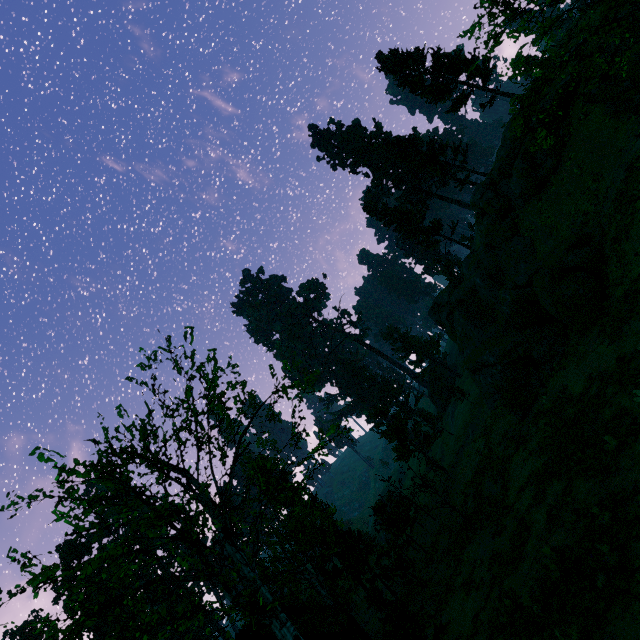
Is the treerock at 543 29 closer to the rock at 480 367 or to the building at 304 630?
the building at 304 630

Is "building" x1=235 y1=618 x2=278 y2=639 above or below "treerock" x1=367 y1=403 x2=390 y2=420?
below

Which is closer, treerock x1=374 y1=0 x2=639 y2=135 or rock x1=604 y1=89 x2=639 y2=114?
treerock x1=374 y1=0 x2=639 y2=135

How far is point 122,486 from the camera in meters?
16.0 m

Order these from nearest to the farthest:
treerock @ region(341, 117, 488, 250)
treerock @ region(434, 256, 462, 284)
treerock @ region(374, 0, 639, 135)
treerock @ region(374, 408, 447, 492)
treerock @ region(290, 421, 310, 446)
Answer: treerock @ region(374, 0, 639, 135), treerock @ region(290, 421, 310, 446), treerock @ region(374, 408, 447, 492), treerock @ region(341, 117, 488, 250), treerock @ region(434, 256, 462, 284)

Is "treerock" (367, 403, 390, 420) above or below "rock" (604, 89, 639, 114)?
above

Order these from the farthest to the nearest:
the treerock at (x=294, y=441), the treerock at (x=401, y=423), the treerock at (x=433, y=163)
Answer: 1. the treerock at (x=433, y=163)
2. the treerock at (x=401, y=423)
3. the treerock at (x=294, y=441)
